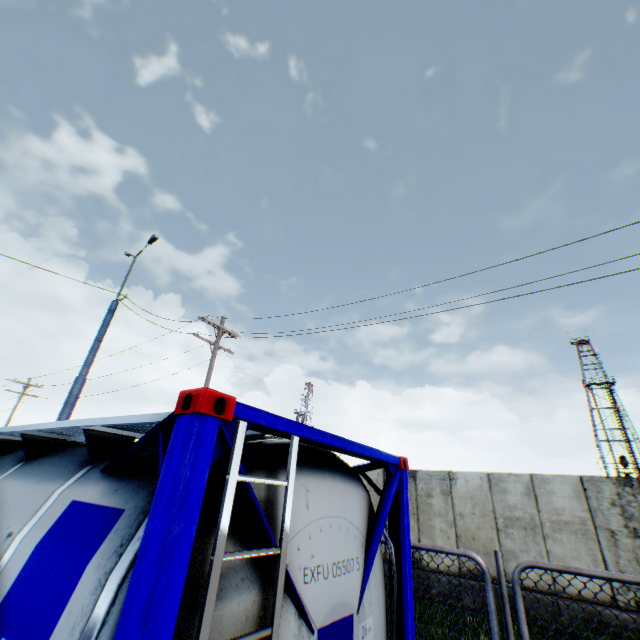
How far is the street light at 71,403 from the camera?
9.1 meters

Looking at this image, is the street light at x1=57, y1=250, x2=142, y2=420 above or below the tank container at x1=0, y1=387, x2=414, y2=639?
above

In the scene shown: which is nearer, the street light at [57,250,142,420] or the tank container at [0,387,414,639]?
the tank container at [0,387,414,639]

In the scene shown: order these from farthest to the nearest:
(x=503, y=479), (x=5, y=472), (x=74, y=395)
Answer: (x=503, y=479)
(x=74, y=395)
(x=5, y=472)

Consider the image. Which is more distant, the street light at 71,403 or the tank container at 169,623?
the street light at 71,403

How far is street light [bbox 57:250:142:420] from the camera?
9.1m
